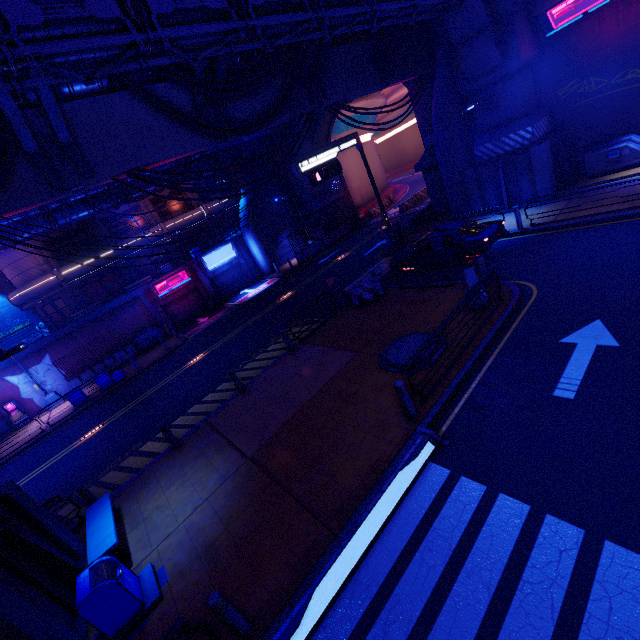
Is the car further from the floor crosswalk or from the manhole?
the floor crosswalk

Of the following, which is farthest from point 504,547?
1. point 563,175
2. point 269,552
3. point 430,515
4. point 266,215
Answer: point 266,215

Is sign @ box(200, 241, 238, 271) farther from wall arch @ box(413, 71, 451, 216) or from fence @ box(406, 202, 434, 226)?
fence @ box(406, 202, 434, 226)

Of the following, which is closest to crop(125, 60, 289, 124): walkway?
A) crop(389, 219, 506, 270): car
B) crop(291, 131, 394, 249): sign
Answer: crop(291, 131, 394, 249): sign

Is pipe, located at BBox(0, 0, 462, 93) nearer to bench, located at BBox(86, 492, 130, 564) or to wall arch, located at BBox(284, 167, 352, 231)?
wall arch, located at BBox(284, 167, 352, 231)

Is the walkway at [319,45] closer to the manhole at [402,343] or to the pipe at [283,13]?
the pipe at [283,13]

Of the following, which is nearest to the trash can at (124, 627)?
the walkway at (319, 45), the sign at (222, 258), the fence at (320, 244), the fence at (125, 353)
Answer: the walkway at (319, 45)

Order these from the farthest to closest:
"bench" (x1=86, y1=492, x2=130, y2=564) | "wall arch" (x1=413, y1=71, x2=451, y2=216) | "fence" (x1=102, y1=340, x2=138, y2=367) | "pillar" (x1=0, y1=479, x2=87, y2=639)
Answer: "fence" (x1=102, y1=340, x2=138, y2=367)
"wall arch" (x1=413, y1=71, x2=451, y2=216)
"bench" (x1=86, y1=492, x2=130, y2=564)
"pillar" (x1=0, y1=479, x2=87, y2=639)
